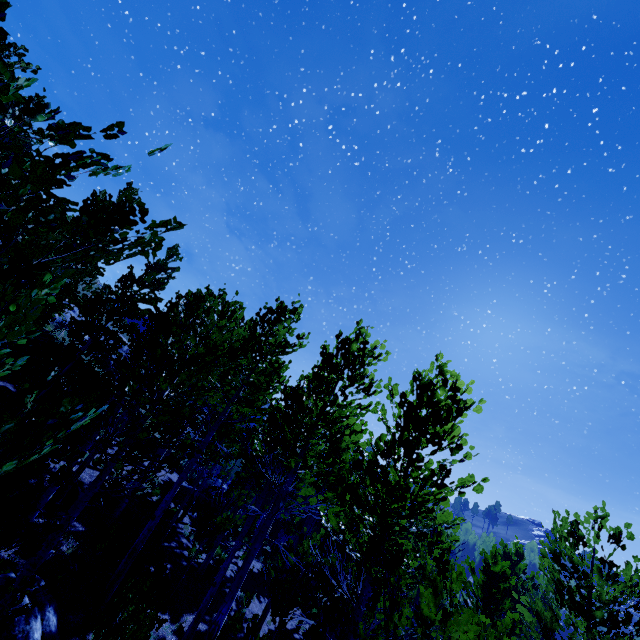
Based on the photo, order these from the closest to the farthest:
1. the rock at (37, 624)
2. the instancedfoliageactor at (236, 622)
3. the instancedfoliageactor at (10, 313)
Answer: the instancedfoliageactor at (10, 313) < the instancedfoliageactor at (236, 622) < the rock at (37, 624)

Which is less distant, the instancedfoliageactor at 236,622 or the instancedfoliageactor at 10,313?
the instancedfoliageactor at 10,313

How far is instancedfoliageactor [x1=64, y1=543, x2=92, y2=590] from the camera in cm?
881

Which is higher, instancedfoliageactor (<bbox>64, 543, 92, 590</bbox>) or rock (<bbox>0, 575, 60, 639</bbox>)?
instancedfoliageactor (<bbox>64, 543, 92, 590</bbox>)

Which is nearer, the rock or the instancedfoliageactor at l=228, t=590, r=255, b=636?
the instancedfoliageactor at l=228, t=590, r=255, b=636

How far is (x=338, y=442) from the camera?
7.84m

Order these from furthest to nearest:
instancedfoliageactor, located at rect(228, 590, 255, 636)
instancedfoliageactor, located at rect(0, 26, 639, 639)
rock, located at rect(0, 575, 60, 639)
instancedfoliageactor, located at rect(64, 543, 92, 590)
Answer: instancedfoliageactor, located at rect(64, 543, 92, 590), rock, located at rect(0, 575, 60, 639), instancedfoliageactor, located at rect(228, 590, 255, 636), instancedfoliageactor, located at rect(0, 26, 639, 639)

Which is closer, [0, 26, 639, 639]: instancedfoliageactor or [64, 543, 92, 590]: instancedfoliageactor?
[0, 26, 639, 639]: instancedfoliageactor
